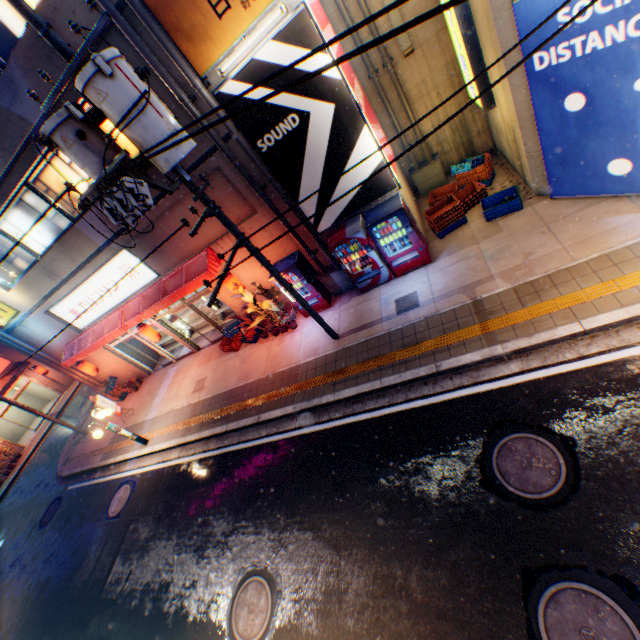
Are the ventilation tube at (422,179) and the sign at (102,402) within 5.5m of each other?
no

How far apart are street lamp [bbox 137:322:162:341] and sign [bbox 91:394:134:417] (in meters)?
3.88

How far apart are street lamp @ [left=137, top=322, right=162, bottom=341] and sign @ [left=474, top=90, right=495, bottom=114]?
13.8m

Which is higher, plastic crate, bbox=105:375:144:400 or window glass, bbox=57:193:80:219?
window glass, bbox=57:193:80:219

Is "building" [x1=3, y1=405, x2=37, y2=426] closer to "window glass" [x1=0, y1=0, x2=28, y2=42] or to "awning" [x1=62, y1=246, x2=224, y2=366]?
"awning" [x1=62, y1=246, x2=224, y2=366]

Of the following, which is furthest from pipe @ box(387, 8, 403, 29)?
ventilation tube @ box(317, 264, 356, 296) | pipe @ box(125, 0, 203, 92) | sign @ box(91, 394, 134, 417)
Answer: sign @ box(91, 394, 134, 417)

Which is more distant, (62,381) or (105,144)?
(62,381)

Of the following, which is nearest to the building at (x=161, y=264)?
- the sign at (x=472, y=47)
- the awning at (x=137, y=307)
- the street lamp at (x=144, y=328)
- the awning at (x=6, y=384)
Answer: the awning at (x=137, y=307)
